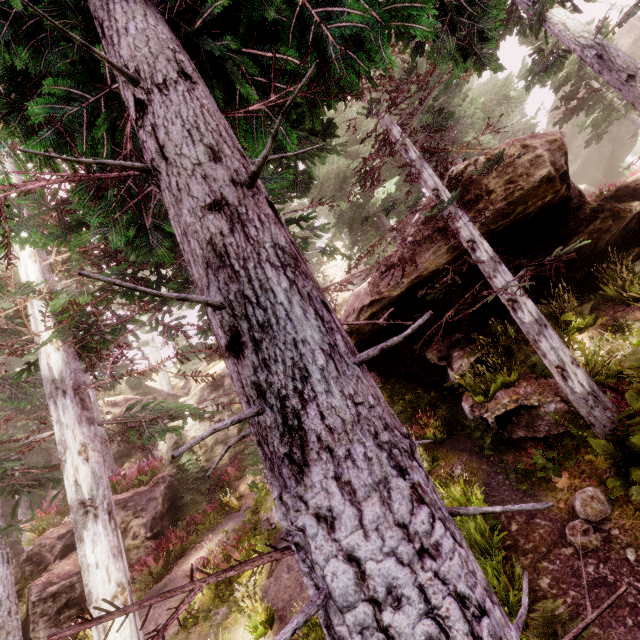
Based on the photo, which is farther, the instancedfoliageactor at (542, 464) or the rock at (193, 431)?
the rock at (193, 431)

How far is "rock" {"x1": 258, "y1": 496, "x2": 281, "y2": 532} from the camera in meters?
10.6

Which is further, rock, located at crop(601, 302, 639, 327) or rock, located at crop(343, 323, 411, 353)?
rock, located at crop(343, 323, 411, 353)

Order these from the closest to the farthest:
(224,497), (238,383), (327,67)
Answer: (238,383) < (327,67) < (224,497)

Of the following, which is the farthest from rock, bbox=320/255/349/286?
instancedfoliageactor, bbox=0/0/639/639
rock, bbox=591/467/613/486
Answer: rock, bbox=591/467/613/486

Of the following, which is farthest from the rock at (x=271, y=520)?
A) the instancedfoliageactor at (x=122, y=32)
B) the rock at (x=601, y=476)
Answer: the rock at (x=601, y=476)

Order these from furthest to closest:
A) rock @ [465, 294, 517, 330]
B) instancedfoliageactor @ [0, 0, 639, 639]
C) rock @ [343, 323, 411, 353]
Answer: rock @ [343, 323, 411, 353] < rock @ [465, 294, 517, 330] < instancedfoliageactor @ [0, 0, 639, 639]
